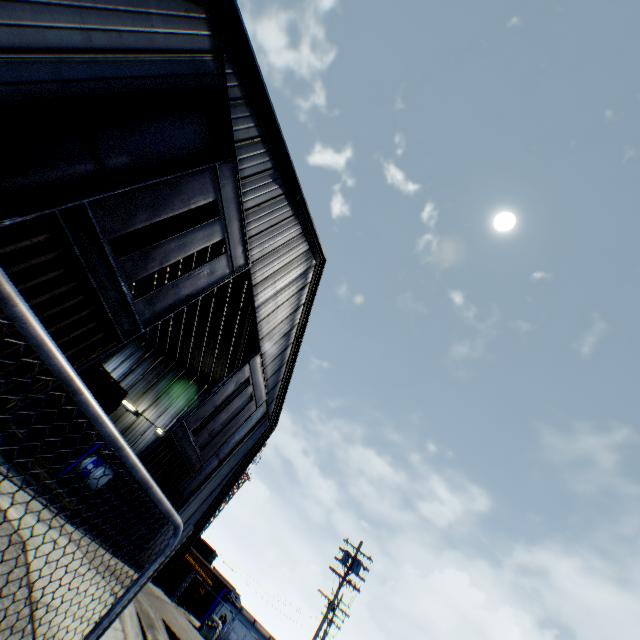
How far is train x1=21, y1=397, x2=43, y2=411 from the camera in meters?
13.6

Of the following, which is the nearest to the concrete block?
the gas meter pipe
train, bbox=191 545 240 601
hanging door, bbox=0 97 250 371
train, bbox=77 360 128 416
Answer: train, bbox=77 360 128 416

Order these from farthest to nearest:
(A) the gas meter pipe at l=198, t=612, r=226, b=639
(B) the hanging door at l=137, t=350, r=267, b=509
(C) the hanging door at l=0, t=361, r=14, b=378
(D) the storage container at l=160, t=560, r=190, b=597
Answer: (D) the storage container at l=160, t=560, r=190, b=597 → (A) the gas meter pipe at l=198, t=612, r=226, b=639 → (B) the hanging door at l=137, t=350, r=267, b=509 → (C) the hanging door at l=0, t=361, r=14, b=378

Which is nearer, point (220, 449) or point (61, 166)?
point (61, 166)

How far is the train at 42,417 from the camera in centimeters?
1373cm

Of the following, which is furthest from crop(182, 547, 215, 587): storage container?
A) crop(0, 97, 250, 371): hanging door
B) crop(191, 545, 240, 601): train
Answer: crop(0, 97, 250, 371): hanging door

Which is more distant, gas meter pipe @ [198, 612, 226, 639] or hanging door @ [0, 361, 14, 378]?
gas meter pipe @ [198, 612, 226, 639]
